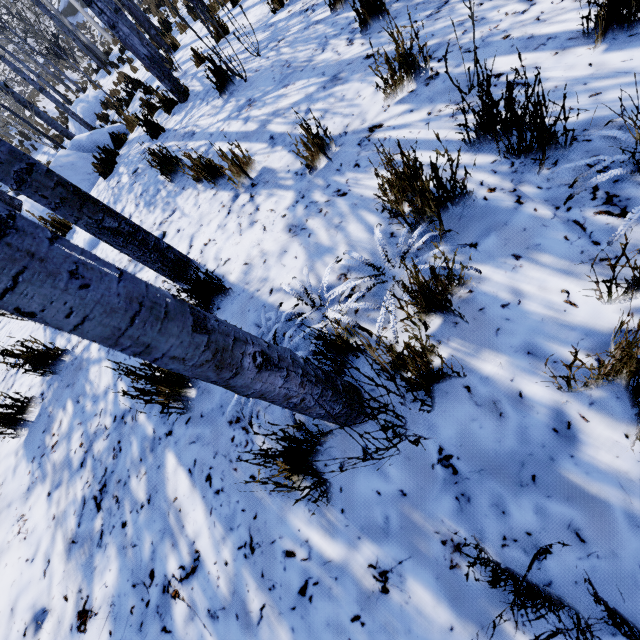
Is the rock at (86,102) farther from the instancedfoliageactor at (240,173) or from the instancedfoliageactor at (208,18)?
the instancedfoliageactor at (240,173)

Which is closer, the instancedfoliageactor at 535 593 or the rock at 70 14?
the instancedfoliageactor at 535 593

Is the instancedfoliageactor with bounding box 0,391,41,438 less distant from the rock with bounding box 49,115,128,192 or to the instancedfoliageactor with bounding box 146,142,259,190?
the instancedfoliageactor with bounding box 146,142,259,190

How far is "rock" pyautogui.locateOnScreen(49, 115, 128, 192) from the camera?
5.9m

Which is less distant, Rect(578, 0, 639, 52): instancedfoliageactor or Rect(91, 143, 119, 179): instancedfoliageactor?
Rect(578, 0, 639, 52): instancedfoliageactor

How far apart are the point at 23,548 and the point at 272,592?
1.9 meters

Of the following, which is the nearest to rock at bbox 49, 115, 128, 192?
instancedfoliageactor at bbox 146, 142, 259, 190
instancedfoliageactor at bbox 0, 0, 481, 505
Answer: instancedfoliageactor at bbox 0, 0, 481, 505

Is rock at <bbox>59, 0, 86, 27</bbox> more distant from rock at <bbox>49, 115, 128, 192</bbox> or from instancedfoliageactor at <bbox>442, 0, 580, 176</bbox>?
rock at <bbox>49, 115, 128, 192</bbox>
